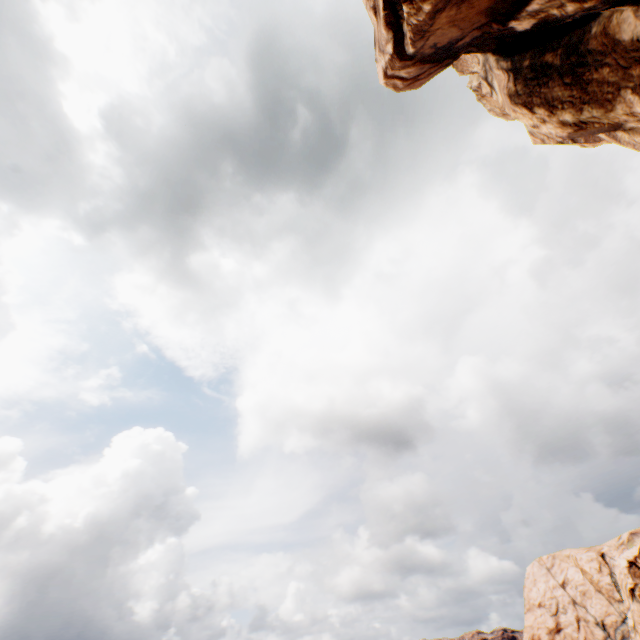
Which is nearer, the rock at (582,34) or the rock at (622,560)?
the rock at (582,34)

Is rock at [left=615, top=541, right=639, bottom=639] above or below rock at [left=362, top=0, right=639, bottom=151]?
below

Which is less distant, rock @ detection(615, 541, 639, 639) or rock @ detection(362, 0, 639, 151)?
rock @ detection(362, 0, 639, 151)

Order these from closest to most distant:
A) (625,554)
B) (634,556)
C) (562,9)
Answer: (562,9)
(634,556)
(625,554)

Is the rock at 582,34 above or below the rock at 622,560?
above
